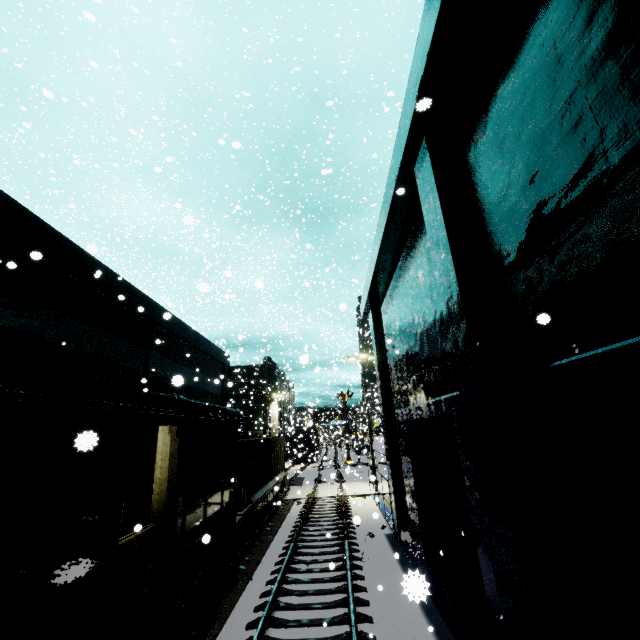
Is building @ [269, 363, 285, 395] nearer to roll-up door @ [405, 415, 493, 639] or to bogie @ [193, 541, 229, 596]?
roll-up door @ [405, 415, 493, 639]

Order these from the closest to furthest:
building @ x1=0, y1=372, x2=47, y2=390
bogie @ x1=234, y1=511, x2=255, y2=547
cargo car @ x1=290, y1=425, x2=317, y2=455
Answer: building @ x1=0, y1=372, x2=47, y2=390, bogie @ x1=234, y1=511, x2=255, y2=547, cargo car @ x1=290, y1=425, x2=317, y2=455

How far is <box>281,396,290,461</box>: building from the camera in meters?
43.6 m

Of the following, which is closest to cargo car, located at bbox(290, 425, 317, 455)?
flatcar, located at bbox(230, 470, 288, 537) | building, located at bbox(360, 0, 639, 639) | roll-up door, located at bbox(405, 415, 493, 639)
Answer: building, located at bbox(360, 0, 639, 639)

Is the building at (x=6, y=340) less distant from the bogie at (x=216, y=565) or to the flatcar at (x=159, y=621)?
the flatcar at (x=159, y=621)

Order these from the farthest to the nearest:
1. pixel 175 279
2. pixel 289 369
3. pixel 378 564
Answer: pixel 175 279 < pixel 289 369 < pixel 378 564

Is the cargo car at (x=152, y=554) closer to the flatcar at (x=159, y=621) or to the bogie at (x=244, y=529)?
the flatcar at (x=159, y=621)

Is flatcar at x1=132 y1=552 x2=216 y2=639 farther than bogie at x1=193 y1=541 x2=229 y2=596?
No
